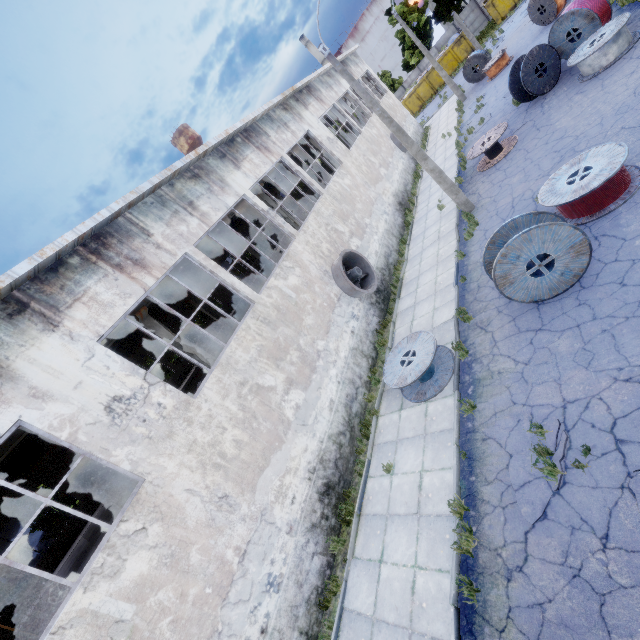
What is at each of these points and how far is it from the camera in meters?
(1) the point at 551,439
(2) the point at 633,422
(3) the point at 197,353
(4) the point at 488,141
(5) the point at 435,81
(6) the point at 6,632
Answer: (1) asphalt debris, 6.1
(2) asphalt debris, 5.3
(3) column, 11.7
(4) wire spool, 15.9
(5) garbage container, 40.6
(6) column, 14.1

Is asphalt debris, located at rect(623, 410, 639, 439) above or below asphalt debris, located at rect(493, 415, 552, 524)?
below

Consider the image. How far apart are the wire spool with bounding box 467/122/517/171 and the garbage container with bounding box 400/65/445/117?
32.1 meters

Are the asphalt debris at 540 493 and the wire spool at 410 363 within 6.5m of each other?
yes

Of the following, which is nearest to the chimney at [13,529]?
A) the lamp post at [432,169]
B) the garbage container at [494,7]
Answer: the lamp post at [432,169]

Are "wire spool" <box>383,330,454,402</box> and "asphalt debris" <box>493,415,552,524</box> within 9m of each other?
yes

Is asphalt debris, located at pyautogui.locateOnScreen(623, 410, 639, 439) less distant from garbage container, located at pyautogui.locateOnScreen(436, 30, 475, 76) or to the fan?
the fan

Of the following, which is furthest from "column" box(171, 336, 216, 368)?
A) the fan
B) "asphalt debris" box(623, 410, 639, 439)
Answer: "asphalt debris" box(623, 410, 639, 439)
